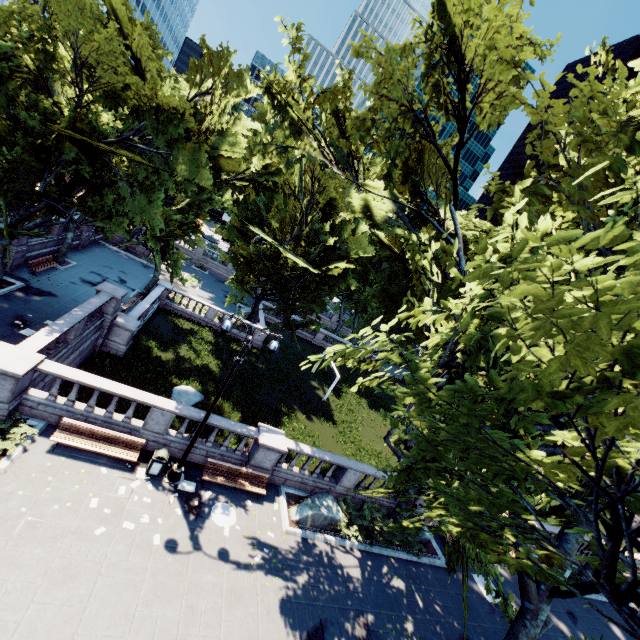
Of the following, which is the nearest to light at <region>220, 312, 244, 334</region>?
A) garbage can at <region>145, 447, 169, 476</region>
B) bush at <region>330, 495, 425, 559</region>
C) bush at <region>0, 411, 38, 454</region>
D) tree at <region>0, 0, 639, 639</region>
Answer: garbage can at <region>145, 447, 169, 476</region>

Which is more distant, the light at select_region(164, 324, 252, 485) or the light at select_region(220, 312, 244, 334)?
the light at select_region(164, 324, 252, 485)

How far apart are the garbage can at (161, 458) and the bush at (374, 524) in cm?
861

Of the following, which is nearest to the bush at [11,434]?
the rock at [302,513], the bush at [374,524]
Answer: the rock at [302,513]

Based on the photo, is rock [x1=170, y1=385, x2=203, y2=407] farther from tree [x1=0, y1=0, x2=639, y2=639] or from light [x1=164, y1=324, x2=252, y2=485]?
tree [x1=0, y1=0, x2=639, y2=639]

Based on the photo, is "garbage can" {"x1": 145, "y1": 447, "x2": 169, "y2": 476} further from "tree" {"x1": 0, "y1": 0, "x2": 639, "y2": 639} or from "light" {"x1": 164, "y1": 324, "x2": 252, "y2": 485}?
"tree" {"x1": 0, "y1": 0, "x2": 639, "y2": 639}

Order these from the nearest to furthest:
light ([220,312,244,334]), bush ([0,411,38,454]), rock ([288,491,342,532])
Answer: bush ([0,411,38,454]) → light ([220,312,244,334]) → rock ([288,491,342,532])

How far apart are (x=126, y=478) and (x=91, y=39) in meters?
21.1
